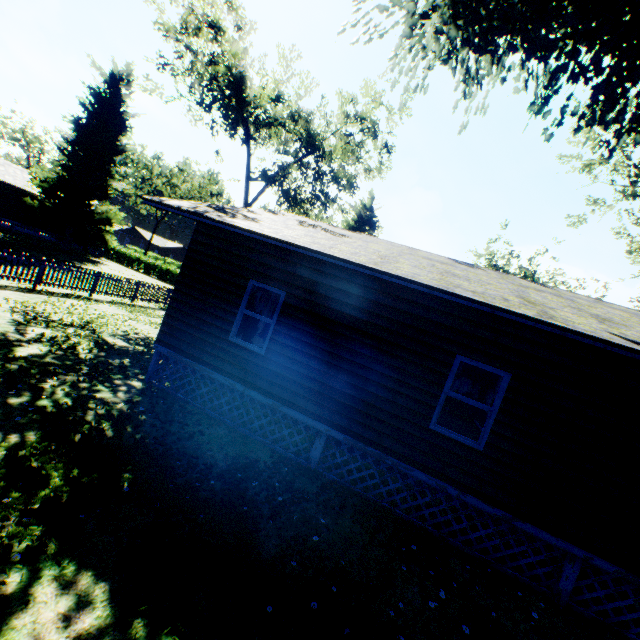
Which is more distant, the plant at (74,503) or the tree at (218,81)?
the tree at (218,81)

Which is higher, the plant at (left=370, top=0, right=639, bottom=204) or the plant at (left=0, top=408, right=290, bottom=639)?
the plant at (left=370, top=0, right=639, bottom=204)

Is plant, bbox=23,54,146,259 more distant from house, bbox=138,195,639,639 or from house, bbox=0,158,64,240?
house, bbox=138,195,639,639

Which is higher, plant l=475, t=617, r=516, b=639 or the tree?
the tree

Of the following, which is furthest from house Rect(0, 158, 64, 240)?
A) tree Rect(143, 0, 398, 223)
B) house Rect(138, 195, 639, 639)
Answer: house Rect(138, 195, 639, 639)

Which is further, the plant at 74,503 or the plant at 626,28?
the plant at 626,28

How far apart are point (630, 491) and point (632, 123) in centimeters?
727cm

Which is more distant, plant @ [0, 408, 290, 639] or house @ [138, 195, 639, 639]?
house @ [138, 195, 639, 639]
